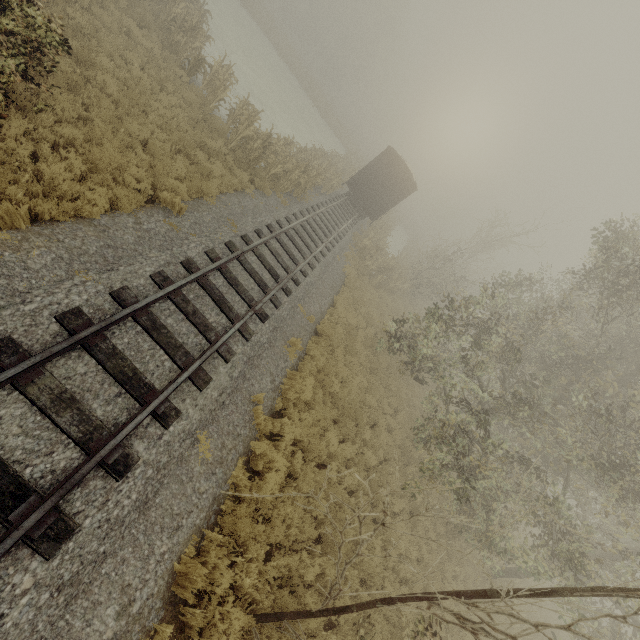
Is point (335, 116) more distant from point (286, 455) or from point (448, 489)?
point (448, 489)

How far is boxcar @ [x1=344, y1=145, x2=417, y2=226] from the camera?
21.28m

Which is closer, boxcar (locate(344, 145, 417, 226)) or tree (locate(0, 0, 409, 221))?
tree (locate(0, 0, 409, 221))

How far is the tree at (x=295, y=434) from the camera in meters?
8.5 m

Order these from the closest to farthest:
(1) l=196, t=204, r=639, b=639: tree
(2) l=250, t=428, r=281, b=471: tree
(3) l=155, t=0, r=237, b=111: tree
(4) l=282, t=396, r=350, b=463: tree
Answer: (1) l=196, t=204, r=639, b=639: tree → (2) l=250, t=428, r=281, b=471: tree → (4) l=282, t=396, r=350, b=463: tree → (3) l=155, t=0, r=237, b=111: tree

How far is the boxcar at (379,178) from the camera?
21.3m

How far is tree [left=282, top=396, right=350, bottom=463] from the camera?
8.55m

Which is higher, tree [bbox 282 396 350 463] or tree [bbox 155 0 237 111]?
tree [bbox 155 0 237 111]
